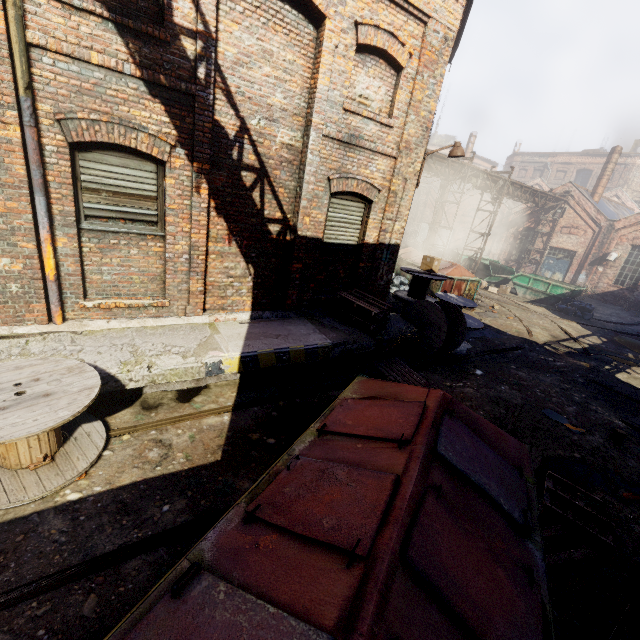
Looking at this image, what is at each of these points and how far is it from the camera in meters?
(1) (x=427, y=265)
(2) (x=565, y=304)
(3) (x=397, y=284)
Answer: (1) carton, 10.8
(2) trash bag, 17.7
(3) trash bag, 15.1

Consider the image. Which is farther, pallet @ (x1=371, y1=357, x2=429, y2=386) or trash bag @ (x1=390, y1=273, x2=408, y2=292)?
trash bag @ (x1=390, y1=273, x2=408, y2=292)

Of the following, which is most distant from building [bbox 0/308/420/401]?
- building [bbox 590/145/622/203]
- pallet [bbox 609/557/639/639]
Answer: building [bbox 590/145/622/203]

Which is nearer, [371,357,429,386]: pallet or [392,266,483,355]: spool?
[371,357,429,386]: pallet

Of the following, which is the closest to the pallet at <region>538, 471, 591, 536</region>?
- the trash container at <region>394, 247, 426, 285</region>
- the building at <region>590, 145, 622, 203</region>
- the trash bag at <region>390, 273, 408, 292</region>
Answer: the trash container at <region>394, 247, 426, 285</region>

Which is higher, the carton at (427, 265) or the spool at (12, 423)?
the carton at (427, 265)

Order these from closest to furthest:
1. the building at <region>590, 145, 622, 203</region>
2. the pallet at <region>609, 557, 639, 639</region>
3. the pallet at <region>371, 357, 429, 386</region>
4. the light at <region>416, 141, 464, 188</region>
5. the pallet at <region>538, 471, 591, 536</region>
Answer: the pallet at <region>609, 557, 639, 639</region> → the pallet at <region>538, 471, 591, 536</region> → the pallet at <region>371, 357, 429, 386</region> → the light at <region>416, 141, 464, 188</region> → the building at <region>590, 145, 622, 203</region>

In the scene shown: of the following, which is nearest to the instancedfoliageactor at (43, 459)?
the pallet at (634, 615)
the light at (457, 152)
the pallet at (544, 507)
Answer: the pallet at (544, 507)
